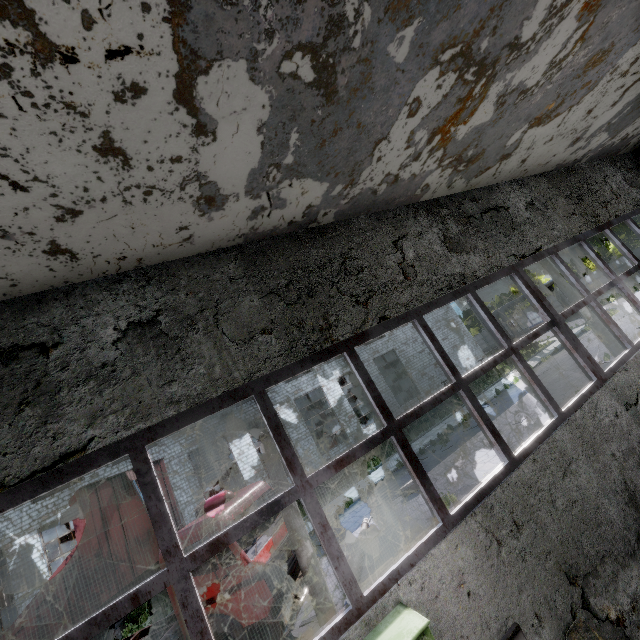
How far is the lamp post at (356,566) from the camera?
9.36m

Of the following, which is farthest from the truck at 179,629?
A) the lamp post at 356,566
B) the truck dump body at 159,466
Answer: the lamp post at 356,566

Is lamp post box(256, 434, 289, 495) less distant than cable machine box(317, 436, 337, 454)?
Yes

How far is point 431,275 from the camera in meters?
5.2

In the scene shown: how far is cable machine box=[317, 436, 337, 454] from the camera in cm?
2938

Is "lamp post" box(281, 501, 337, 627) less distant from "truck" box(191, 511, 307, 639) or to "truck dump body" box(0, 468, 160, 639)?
"truck" box(191, 511, 307, 639)

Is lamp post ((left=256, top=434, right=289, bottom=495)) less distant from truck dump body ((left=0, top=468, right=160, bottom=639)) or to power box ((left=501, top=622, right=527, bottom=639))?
truck dump body ((left=0, top=468, right=160, bottom=639))

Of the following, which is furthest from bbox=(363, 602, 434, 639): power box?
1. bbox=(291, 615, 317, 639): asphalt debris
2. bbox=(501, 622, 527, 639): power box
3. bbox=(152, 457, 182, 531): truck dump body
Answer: bbox=(152, 457, 182, 531): truck dump body
